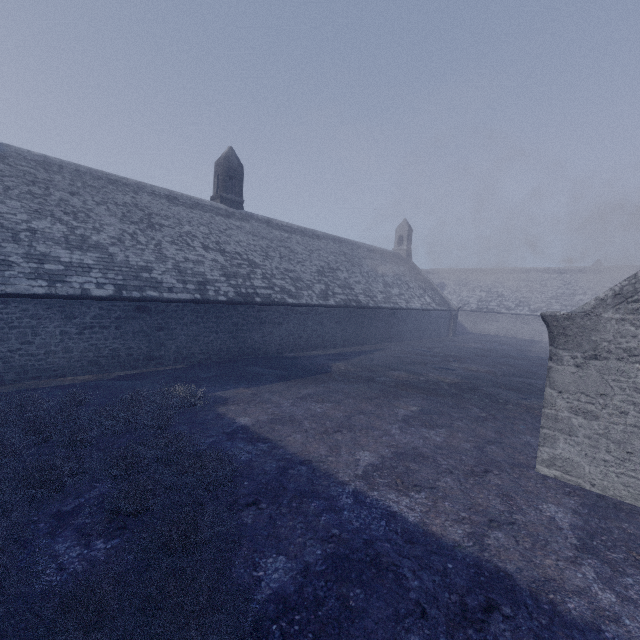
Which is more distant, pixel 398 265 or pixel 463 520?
pixel 398 265
